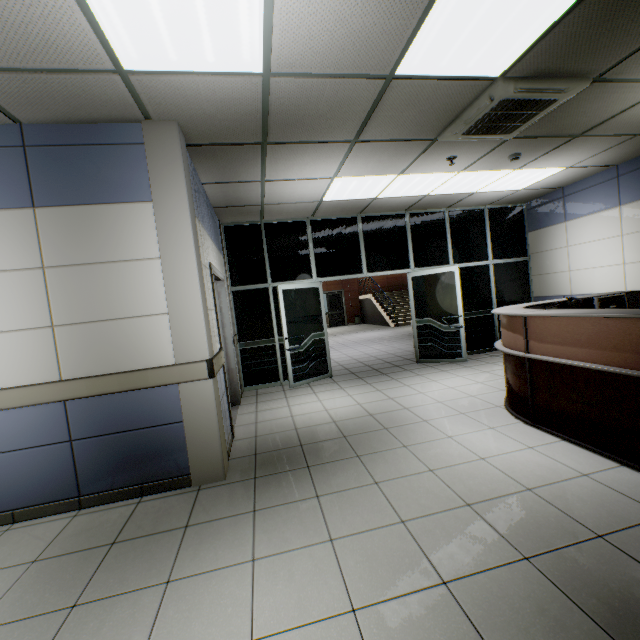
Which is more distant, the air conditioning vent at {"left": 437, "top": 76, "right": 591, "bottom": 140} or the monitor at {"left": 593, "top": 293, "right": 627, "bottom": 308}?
the monitor at {"left": 593, "top": 293, "right": 627, "bottom": 308}

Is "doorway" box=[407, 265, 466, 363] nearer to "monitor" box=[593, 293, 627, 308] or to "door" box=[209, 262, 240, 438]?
"monitor" box=[593, 293, 627, 308]

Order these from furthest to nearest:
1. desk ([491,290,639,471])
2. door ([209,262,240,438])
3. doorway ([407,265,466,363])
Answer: doorway ([407,265,466,363])
door ([209,262,240,438])
desk ([491,290,639,471])

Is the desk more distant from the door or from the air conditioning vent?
the door

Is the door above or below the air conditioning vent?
below

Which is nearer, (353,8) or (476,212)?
(353,8)

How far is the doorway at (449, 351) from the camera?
6.50m

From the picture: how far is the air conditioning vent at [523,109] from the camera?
2.9 meters
